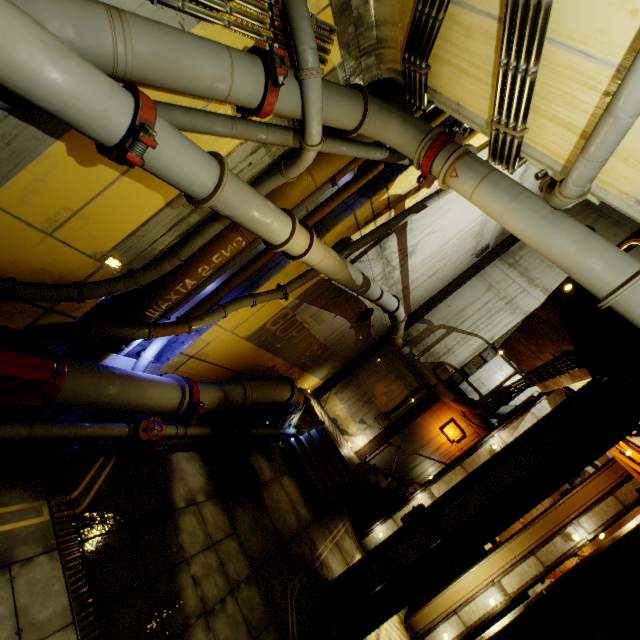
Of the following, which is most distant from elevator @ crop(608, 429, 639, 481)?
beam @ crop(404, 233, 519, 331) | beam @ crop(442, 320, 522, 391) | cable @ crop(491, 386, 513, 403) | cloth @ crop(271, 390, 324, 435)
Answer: cloth @ crop(271, 390, 324, 435)

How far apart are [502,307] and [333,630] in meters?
13.5 m

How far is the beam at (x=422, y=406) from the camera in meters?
14.2

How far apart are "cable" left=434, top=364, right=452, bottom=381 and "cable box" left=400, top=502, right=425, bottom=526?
7.3 meters

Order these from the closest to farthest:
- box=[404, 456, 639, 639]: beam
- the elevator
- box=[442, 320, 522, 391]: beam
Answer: the elevator → box=[404, 456, 639, 639]: beam → box=[442, 320, 522, 391]: beam

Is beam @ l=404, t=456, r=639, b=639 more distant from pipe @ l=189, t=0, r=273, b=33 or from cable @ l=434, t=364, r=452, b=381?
cable @ l=434, t=364, r=452, b=381

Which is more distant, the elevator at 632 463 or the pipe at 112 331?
the elevator at 632 463

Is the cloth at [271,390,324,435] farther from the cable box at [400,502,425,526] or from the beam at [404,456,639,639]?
the beam at [404,456,639,639]
